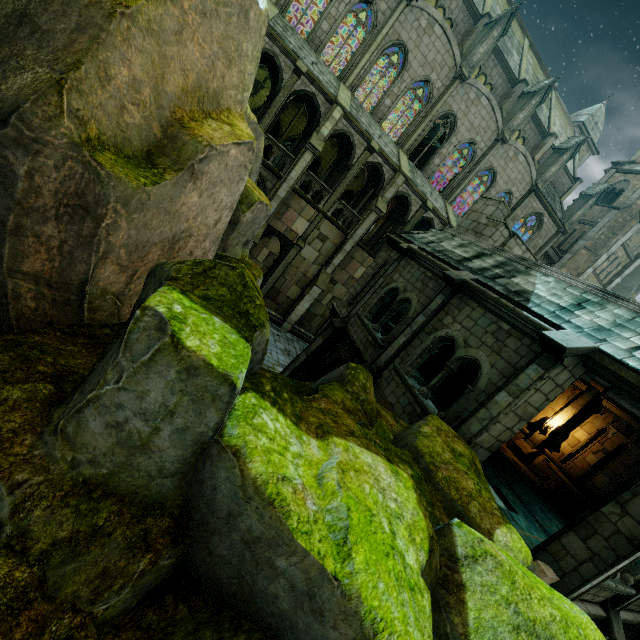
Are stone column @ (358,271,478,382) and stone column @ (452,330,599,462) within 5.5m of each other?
yes

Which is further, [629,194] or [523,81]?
[629,194]

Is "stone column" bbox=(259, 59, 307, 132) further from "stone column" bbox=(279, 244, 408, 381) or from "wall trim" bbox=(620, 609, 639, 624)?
"wall trim" bbox=(620, 609, 639, 624)

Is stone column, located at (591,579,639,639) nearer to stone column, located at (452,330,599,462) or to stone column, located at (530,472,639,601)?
stone column, located at (530,472,639,601)

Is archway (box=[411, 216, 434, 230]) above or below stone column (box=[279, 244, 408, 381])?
above

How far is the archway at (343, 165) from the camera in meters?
20.6

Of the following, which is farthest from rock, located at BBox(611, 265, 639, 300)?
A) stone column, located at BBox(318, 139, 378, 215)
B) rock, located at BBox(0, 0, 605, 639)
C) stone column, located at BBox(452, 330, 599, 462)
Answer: rock, located at BBox(0, 0, 605, 639)

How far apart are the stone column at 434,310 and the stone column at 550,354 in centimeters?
300cm
